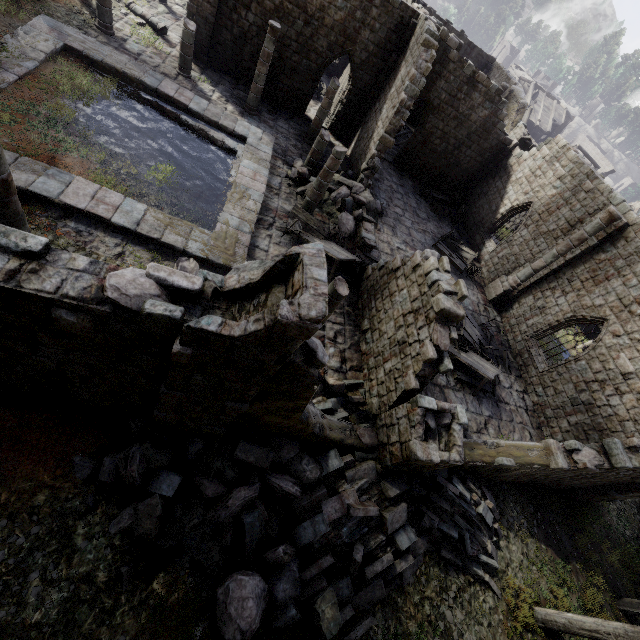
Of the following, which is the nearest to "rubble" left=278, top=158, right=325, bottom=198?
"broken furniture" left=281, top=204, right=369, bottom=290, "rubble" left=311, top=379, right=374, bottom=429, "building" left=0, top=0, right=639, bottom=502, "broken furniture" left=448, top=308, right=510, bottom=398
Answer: "building" left=0, top=0, right=639, bottom=502

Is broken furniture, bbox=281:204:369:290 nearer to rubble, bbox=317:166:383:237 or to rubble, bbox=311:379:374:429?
rubble, bbox=317:166:383:237

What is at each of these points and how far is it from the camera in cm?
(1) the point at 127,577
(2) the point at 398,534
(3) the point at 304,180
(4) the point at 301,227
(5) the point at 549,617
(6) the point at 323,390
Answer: (1) rubble, 552
(2) rubble, 793
(3) rubble, 1522
(4) broken furniture, 1283
(5) building, 880
(6) rubble, 974

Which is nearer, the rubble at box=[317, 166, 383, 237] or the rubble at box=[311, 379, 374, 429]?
the rubble at box=[311, 379, 374, 429]

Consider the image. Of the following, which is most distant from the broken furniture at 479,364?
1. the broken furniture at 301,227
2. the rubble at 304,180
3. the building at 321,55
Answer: the rubble at 304,180

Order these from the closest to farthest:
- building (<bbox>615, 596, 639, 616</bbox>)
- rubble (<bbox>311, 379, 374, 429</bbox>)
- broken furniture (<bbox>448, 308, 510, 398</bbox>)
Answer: rubble (<bbox>311, 379, 374, 429</bbox>) → building (<bbox>615, 596, 639, 616</bbox>) → broken furniture (<bbox>448, 308, 510, 398</bbox>)

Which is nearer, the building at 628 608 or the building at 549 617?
the building at 549 617

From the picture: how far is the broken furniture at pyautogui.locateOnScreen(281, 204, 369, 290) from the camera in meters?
12.4 m
